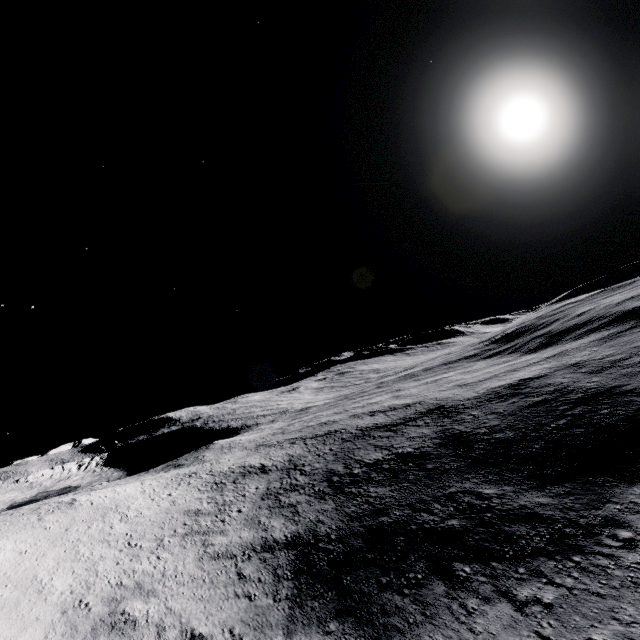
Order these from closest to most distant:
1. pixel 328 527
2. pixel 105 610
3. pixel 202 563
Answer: pixel 105 610 < pixel 202 563 < pixel 328 527
